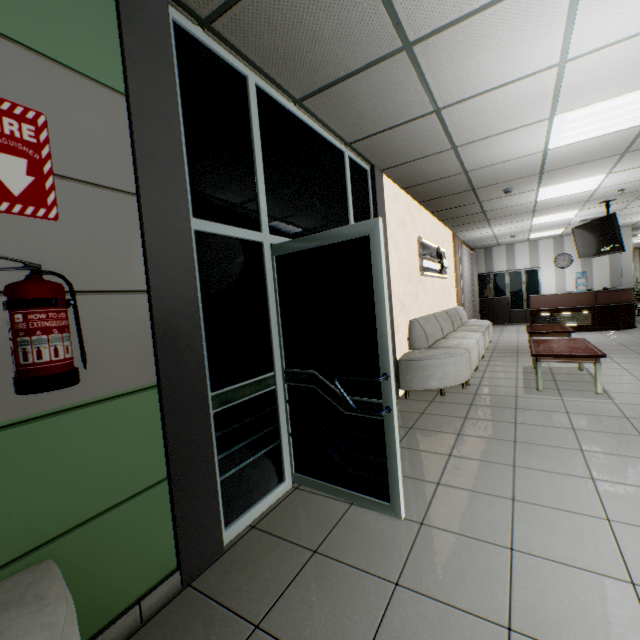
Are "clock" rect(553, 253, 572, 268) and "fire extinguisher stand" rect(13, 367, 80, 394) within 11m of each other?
no

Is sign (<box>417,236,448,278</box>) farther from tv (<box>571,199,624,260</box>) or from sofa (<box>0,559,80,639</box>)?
sofa (<box>0,559,80,639</box>)

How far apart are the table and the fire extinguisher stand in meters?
5.1 m

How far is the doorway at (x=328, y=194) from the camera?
2.1m

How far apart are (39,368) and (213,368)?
0.97m

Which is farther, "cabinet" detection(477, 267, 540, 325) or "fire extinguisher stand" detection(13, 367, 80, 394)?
"cabinet" detection(477, 267, 540, 325)

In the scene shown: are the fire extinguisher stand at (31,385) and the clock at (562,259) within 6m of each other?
no

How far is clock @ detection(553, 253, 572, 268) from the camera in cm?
1212
